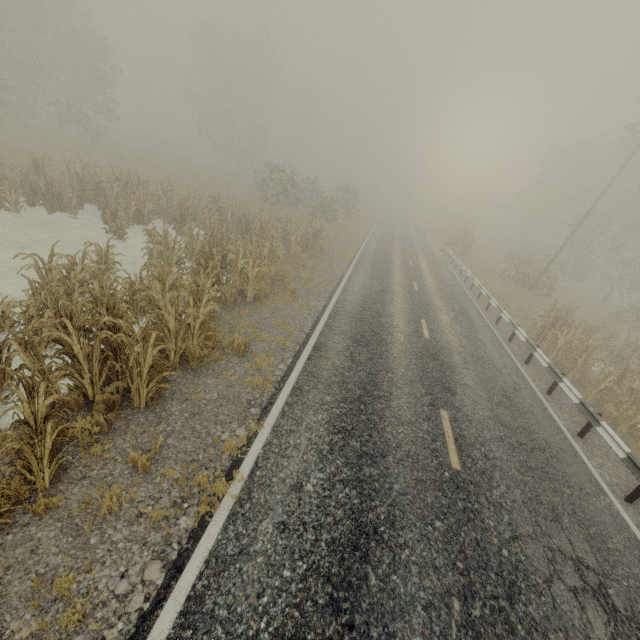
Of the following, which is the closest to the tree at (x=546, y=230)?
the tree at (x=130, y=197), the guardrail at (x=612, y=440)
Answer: the guardrail at (x=612, y=440)

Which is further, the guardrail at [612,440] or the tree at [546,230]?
the tree at [546,230]

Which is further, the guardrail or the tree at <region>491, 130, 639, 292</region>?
the tree at <region>491, 130, 639, 292</region>

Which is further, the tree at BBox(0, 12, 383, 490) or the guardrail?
the guardrail

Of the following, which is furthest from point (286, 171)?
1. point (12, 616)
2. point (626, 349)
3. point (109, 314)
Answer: point (12, 616)

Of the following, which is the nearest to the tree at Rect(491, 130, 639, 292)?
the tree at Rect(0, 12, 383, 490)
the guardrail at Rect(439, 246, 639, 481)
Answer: the guardrail at Rect(439, 246, 639, 481)

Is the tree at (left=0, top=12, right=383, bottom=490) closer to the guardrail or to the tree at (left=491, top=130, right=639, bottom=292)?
the guardrail

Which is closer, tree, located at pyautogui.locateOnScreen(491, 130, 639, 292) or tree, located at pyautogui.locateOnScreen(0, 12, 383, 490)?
tree, located at pyautogui.locateOnScreen(0, 12, 383, 490)
